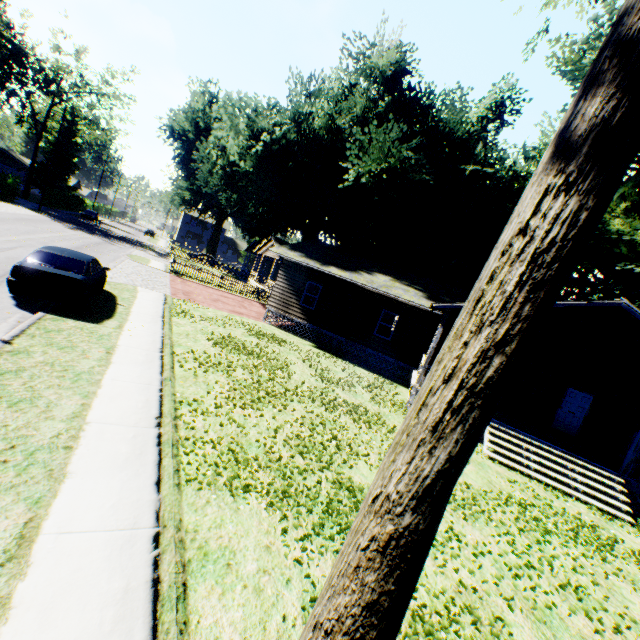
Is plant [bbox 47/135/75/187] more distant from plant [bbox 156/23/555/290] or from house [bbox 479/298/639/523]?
house [bbox 479/298/639/523]

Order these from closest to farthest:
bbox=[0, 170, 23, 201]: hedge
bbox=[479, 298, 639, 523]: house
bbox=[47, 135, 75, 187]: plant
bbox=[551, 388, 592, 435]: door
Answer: bbox=[479, 298, 639, 523]: house → bbox=[551, 388, 592, 435]: door → bbox=[0, 170, 23, 201]: hedge → bbox=[47, 135, 75, 187]: plant

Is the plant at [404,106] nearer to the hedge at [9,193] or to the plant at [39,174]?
the plant at [39,174]

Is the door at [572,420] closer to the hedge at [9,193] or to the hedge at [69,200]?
the hedge at [9,193]

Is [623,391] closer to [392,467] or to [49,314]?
[392,467]

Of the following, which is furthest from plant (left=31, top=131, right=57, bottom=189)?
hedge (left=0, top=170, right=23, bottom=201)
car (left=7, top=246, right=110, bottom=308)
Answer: car (left=7, top=246, right=110, bottom=308)

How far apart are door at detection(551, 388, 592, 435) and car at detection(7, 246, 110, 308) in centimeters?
2092cm

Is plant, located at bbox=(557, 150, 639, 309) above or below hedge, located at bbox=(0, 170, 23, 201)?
above
